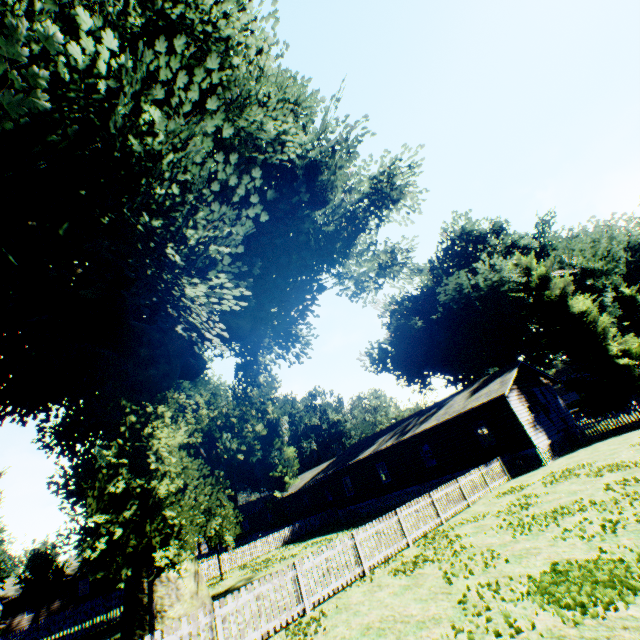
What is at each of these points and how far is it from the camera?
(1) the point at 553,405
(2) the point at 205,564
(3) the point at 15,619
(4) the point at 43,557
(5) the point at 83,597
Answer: (1) house, 25.7m
(2) fence, 26.2m
(3) house, 37.0m
(4) plant, 36.7m
(5) house, 40.8m

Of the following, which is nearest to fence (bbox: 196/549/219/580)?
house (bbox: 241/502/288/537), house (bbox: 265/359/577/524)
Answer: house (bbox: 265/359/577/524)

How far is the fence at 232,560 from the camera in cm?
2758

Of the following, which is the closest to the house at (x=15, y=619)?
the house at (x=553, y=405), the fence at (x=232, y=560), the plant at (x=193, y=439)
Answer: the fence at (x=232, y=560)

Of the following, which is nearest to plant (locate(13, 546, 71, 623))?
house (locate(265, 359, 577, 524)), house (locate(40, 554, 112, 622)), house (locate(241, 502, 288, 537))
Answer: house (locate(265, 359, 577, 524))

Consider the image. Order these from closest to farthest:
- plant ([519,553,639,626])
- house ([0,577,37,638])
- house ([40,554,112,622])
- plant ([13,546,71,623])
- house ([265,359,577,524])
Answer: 1. plant ([519,553,639,626])
2. house ([265,359,577,524])
3. plant ([13,546,71,623])
4. house ([0,577,37,638])
5. house ([40,554,112,622])

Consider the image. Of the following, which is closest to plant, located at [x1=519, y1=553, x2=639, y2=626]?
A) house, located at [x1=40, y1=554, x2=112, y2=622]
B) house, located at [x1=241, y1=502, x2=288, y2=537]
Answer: house, located at [x1=241, y1=502, x2=288, y2=537]

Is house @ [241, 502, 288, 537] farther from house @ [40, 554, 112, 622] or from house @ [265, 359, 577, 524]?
house @ [40, 554, 112, 622]
